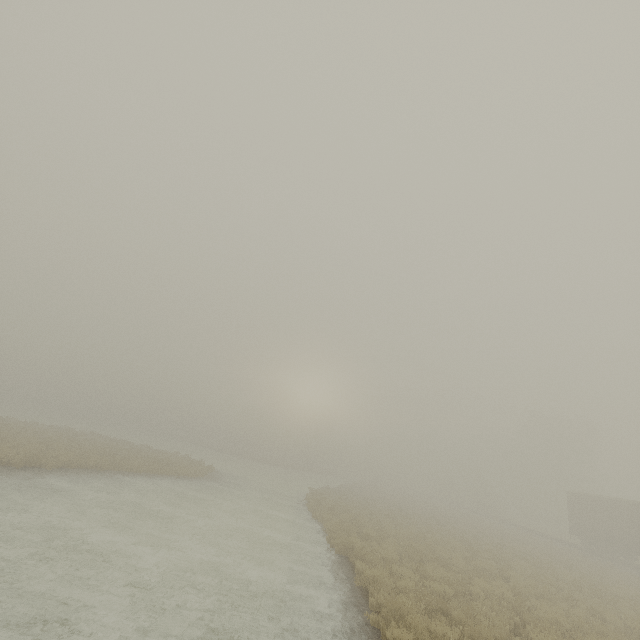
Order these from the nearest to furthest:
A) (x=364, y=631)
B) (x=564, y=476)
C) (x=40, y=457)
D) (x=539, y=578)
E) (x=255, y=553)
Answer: (x=364, y=631) < (x=255, y=553) < (x=539, y=578) < (x=40, y=457) < (x=564, y=476)
